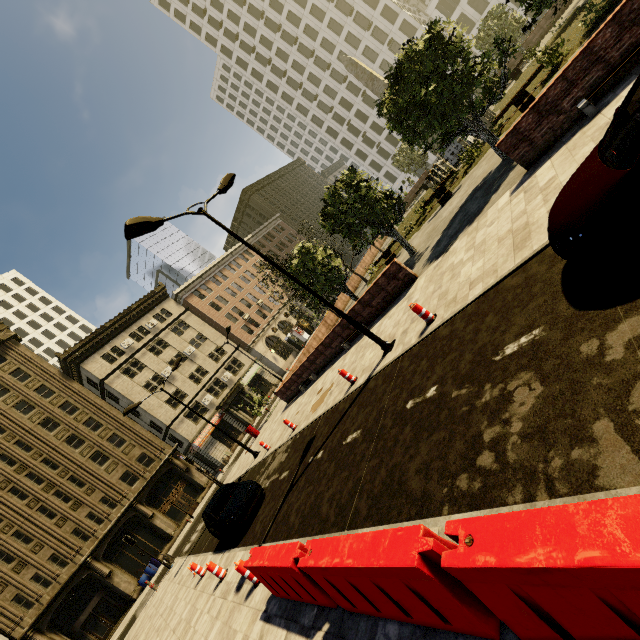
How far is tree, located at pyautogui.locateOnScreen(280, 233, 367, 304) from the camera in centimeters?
1966cm

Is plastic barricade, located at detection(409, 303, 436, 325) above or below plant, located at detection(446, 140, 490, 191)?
below

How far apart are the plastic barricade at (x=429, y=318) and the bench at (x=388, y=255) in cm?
1418

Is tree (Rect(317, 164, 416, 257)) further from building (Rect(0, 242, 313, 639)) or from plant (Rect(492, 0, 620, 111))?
building (Rect(0, 242, 313, 639))

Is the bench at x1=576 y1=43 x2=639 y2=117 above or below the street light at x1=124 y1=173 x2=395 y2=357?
below

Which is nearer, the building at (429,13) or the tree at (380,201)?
the tree at (380,201)

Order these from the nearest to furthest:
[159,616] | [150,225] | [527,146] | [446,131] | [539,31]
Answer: [150,225] → [527,146] → [446,131] → [159,616] → [539,31]

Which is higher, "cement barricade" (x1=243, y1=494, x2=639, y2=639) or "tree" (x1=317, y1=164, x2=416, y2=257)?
"tree" (x1=317, y1=164, x2=416, y2=257)
